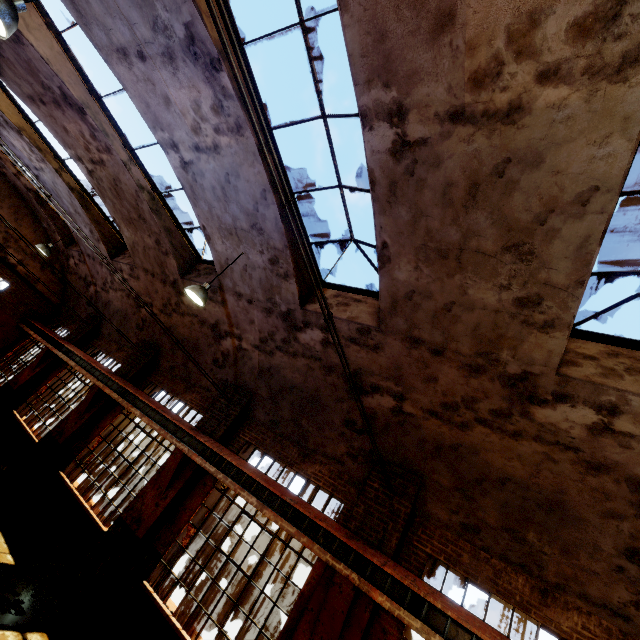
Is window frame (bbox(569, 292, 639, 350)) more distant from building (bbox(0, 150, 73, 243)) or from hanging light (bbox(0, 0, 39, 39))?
hanging light (bbox(0, 0, 39, 39))

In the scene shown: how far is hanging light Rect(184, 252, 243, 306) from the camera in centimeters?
684cm

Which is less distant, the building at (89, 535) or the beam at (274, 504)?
the beam at (274, 504)

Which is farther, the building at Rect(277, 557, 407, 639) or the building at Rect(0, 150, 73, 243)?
the building at Rect(0, 150, 73, 243)

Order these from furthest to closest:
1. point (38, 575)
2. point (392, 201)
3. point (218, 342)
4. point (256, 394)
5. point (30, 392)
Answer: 1. point (30, 392)
2. point (218, 342)
3. point (256, 394)
4. point (38, 575)
5. point (392, 201)

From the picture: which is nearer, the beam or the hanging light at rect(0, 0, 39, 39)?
the hanging light at rect(0, 0, 39, 39)

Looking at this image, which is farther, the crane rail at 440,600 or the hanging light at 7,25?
the crane rail at 440,600

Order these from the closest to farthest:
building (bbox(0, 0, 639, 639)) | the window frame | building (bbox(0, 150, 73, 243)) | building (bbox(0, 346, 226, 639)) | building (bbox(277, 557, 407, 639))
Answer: building (bbox(0, 0, 639, 639)) → the window frame → building (bbox(277, 557, 407, 639)) → building (bbox(0, 346, 226, 639)) → building (bbox(0, 150, 73, 243))
